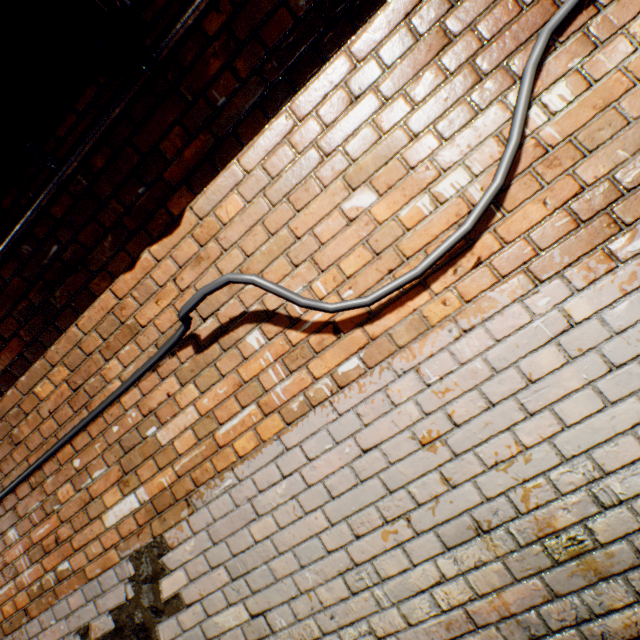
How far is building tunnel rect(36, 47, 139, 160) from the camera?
1.3m

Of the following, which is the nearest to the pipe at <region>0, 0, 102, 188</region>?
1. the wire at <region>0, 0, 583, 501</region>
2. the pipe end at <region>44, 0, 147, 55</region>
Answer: the pipe end at <region>44, 0, 147, 55</region>

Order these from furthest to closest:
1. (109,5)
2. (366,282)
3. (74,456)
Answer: (74,456), (366,282), (109,5)

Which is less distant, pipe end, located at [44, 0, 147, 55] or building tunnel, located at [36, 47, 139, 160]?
pipe end, located at [44, 0, 147, 55]

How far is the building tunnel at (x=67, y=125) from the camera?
1.3 meters

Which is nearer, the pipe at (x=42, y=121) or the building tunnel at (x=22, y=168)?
the pipe at (x=42, y=121)
